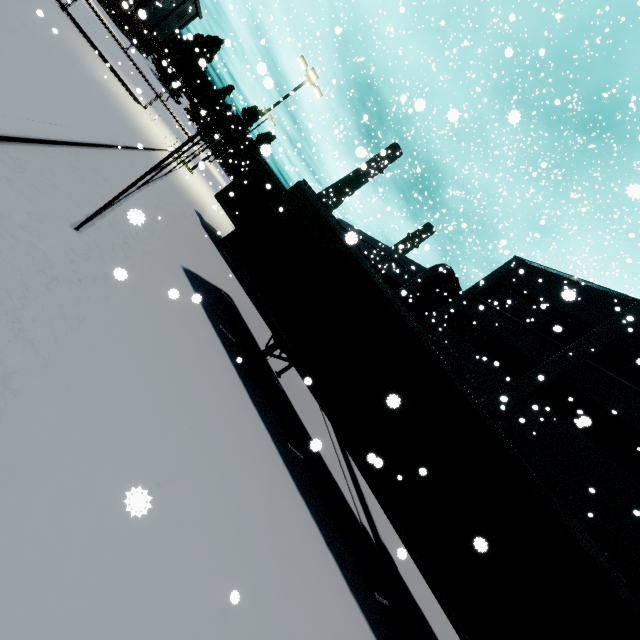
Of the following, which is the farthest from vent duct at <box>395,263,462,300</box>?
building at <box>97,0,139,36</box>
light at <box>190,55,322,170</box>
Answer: light at <box>190,55,322,170</box>

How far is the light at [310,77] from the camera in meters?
19.7 m

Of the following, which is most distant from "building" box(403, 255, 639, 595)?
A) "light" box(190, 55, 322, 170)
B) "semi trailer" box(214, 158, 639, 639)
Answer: "light" box(190, 55, 322, 170)

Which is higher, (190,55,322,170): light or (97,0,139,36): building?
(190,55,322,170): light

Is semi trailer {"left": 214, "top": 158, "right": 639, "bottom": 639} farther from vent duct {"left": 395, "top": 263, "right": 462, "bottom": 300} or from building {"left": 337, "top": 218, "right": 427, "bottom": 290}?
building {"left": 337, "top": 218, "right": 427, "bottom": 290}

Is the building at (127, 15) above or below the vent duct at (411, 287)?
below

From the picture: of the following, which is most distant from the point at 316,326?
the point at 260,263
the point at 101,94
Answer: the point at 101,94

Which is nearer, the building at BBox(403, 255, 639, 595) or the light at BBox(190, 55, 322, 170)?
the building at BBox(403, 255, 639, 595)
